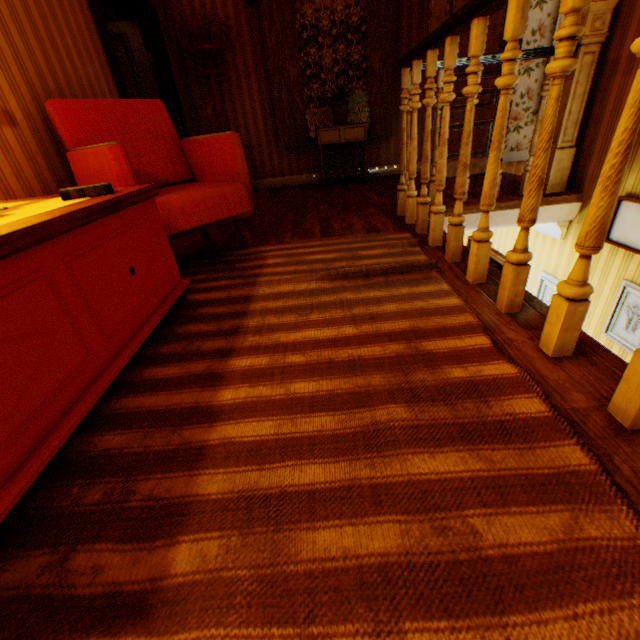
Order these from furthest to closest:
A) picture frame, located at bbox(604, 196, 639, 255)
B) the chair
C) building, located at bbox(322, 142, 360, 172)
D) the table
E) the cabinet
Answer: building, located at bbox(322, 142, 360, 172) → the cabinet → picture frame, located at bbox(604, 196, 639, 255) → the chair → the table

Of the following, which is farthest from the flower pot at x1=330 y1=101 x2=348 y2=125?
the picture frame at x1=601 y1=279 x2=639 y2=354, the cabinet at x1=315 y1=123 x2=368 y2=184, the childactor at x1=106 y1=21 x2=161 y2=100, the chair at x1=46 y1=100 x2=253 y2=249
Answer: the picture frame at x1=601 y1=279 x2=639 y2=354

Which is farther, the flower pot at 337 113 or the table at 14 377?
the flower pot at 337 113

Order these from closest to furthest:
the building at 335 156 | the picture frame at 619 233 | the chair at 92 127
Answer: the chair at 92 127 → the picture frame at 619 233 → the building at 335 156

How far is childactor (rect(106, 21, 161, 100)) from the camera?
4.1 meters

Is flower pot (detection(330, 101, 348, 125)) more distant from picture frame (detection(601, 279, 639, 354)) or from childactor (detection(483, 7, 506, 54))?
picture frame (detection(601, 279, 639, 354))

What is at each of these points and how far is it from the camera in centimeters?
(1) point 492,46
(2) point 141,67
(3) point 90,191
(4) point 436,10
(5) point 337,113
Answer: (1) childactor, 425cm
(2) childactor, 429cm
(3) book, 135cm
(4) childactor, 398cm
(5) flower pot, 495cm

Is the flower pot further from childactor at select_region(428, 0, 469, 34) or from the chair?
the chair
